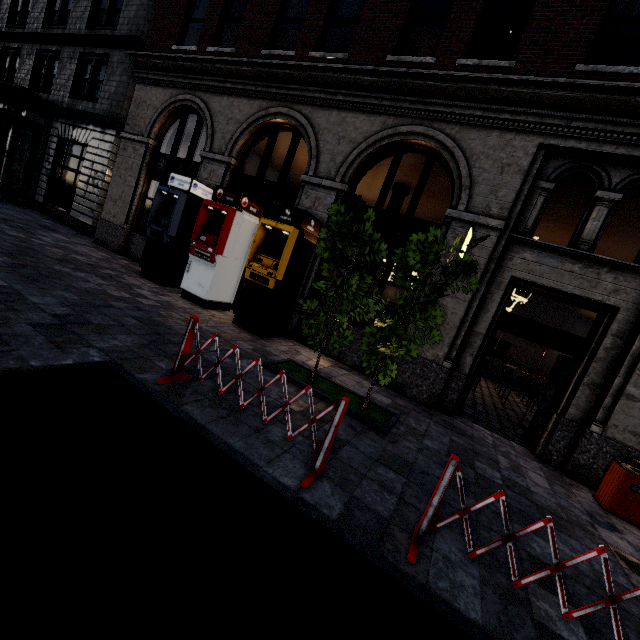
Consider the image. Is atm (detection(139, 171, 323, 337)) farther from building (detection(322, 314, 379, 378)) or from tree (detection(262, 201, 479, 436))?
tree (detection(262, 201, 479, 436))

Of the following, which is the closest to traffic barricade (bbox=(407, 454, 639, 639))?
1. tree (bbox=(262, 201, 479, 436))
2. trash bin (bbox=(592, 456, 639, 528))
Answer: tree (bbox=(262, 201, 479, 436))

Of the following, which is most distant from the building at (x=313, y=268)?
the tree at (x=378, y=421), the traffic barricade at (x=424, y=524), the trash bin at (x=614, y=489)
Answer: the traffic barricade at (x=424, y=524)

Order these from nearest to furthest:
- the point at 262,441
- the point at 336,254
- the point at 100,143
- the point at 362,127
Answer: the point at 262,441
the point at 336,254
the point at 362,127
the point at 100,143

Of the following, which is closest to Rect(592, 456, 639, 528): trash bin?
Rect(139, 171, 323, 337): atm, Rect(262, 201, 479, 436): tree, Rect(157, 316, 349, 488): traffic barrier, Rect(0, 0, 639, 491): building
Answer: Rect(0, 0, 639, 491): building

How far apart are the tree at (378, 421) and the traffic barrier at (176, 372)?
1.7m

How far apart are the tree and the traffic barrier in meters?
1.7 m

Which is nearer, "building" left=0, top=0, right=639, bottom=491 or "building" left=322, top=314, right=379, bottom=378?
"building" left=0, top=0, right=639, bottom=491
